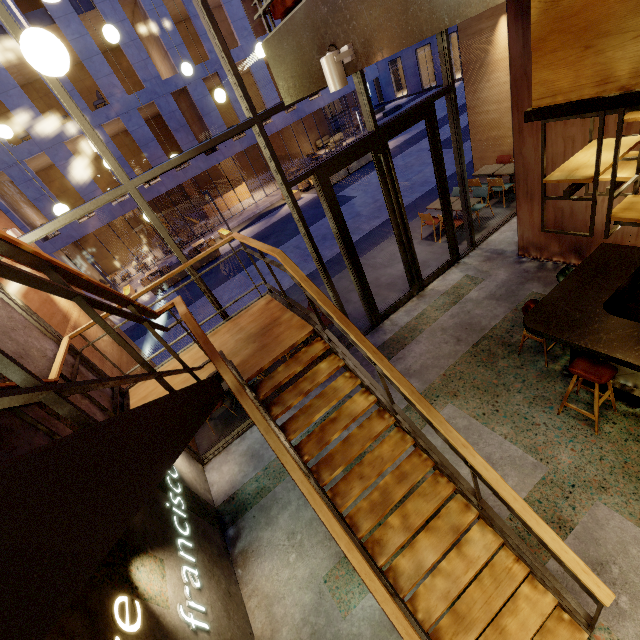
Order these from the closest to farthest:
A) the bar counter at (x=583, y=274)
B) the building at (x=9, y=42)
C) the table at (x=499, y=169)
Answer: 1. the bar counter at (x=583, y=274)
2. the table at (x=499, y=169)
3. the building at (x=9, y=42)

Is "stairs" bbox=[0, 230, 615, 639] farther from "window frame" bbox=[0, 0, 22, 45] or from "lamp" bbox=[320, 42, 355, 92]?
"lamp" bbox=[320, 42, 355, 92]

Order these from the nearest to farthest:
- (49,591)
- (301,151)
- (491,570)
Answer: (49,591)
(491,570)
(301,151)

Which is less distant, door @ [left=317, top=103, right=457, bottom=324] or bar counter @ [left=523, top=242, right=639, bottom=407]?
bar counter @ [left=523, top=242, right=639, bottom=407]

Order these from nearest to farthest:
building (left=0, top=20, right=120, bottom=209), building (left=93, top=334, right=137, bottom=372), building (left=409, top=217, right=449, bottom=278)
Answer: building (left=93, top=334, right=137, bottom=372), building (left=409, top=217, right=449, bottom=278), building (left=0, top=20, right=120, bottom=209)

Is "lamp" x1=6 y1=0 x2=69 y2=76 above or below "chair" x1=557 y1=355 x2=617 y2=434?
above

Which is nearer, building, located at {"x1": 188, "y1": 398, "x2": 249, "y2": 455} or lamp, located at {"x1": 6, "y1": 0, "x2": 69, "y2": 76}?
lamp, located at {"x1": 6, "y1": 0, "x2": 69, "y2": 76}

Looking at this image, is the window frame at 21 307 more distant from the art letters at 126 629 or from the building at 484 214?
the art letters at 126 629
